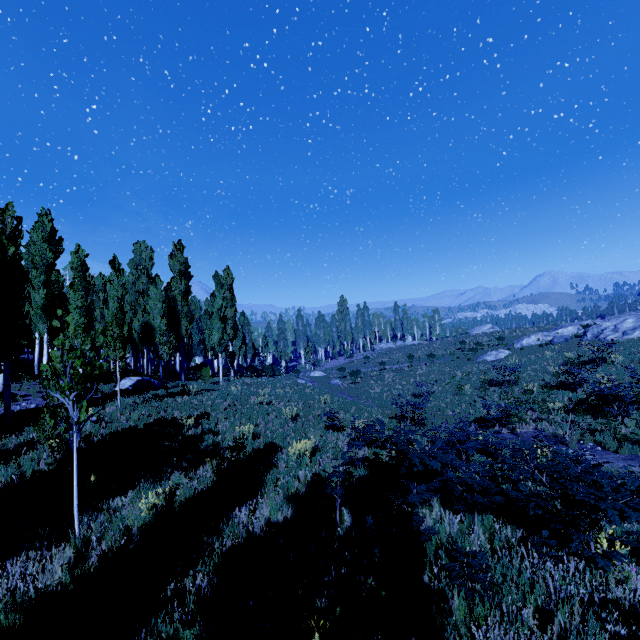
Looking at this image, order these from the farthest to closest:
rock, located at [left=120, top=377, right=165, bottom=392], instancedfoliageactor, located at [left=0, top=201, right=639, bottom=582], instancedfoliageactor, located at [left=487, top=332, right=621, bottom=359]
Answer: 1. instancedfoliageactor, located at [left=487, top=332, right=621, bottom=359]
2. rock, located at [left=120, top=377, right=165, bottom=392]
3. instancedfoliageactor, located at [left=0, top=201, right=639, bottom=582]

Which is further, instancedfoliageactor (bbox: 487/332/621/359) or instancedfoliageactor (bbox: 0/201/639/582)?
instancedfoliageactor (bbox: 487/332/621/359)

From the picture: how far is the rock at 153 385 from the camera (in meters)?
19.67

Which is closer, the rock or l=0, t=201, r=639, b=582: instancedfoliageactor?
l=0, t=201, r=639, b=582: instancedfoliageactor

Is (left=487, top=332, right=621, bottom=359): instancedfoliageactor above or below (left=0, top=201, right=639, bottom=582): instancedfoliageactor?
above

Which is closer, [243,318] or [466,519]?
[466,519]

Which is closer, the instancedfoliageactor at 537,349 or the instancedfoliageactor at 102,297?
the instancedfoliageactor at 102,297
